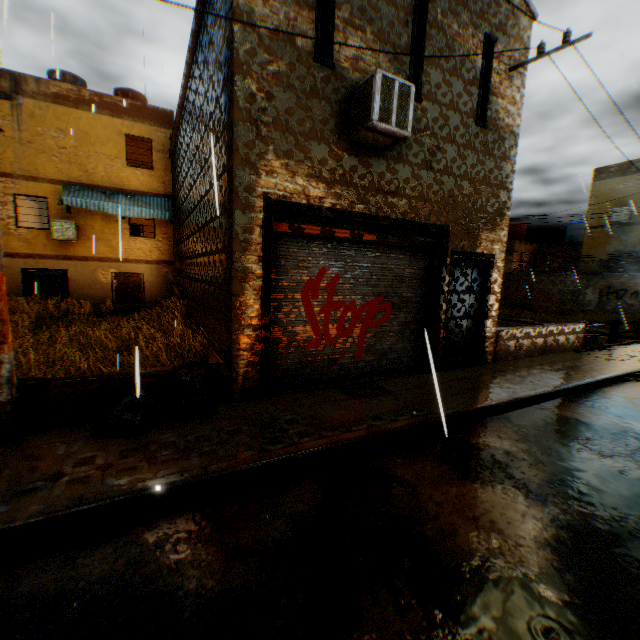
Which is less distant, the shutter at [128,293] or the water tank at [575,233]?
the shutter at [128,293]

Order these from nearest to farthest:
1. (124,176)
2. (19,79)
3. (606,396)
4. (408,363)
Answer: (606,396), (408,363), (19,79), (124,176)

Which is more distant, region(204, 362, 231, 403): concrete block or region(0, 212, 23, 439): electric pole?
region(204, 362, 231, 403): concrete block

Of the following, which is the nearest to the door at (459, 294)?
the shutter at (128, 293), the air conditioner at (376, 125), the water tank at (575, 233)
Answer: the air conditioner at (376, 125)

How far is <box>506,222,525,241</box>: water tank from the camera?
32.59m

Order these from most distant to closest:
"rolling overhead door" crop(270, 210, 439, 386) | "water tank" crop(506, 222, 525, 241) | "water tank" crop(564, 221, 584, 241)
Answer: "water tank" crop(506, 222, 525, 241), "water tank" crop(564, 221, 584, 241), "rolling overhead door" crop(270, 210, 439, 386)

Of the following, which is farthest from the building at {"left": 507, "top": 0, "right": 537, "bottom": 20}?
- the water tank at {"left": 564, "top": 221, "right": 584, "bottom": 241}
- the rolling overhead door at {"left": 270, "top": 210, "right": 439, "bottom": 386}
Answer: the water tank at {"left": 564, "top": 221, "right": 584, "bottom": 241}
